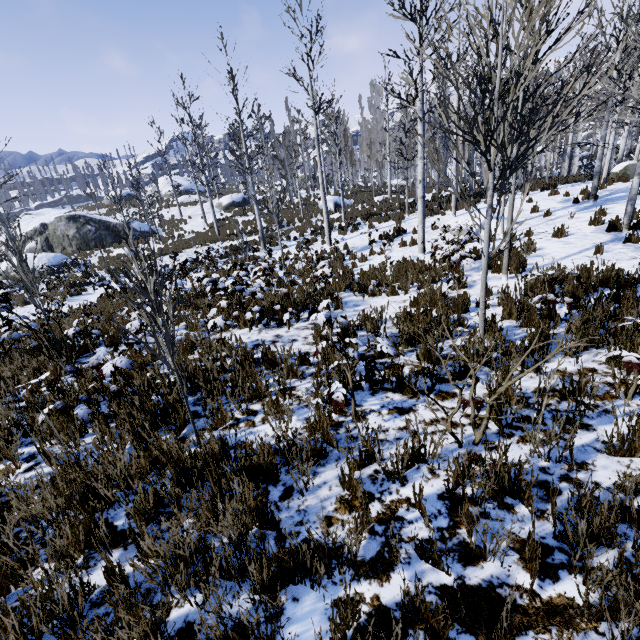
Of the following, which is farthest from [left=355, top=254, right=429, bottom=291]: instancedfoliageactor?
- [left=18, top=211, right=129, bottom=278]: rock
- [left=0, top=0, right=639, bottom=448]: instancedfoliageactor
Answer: [left=18, top=211, right=129, bottom=278]: rock

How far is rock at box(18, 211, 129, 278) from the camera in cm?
2084

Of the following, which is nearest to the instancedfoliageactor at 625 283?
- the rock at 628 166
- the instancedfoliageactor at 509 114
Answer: the rock at 628 166

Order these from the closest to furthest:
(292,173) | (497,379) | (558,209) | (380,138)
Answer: (497,379)
(558,209)
(292,173)
(380,138)

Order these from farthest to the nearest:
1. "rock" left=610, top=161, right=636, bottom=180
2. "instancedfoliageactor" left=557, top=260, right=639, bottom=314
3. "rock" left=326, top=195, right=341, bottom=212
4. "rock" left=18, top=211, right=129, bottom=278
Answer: "rock" left=326, top=195, right=341, bottom=212, "rock" left=18, top=211, right=129, bottom=278, "rock" left=610, top=161, right=636, bottom=180, "instancedfoliageactor" left=557, top=260, right=639, bottom=314

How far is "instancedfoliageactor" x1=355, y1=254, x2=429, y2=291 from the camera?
7.8m

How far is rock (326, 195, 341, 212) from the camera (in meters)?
29.47

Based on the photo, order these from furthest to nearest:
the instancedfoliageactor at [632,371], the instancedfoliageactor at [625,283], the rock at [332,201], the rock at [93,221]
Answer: the rock at [332,201] < the rock at [93,221] < the instancedfoliageactor at [625,283] < the instancedfoliageactor at [632,371]
